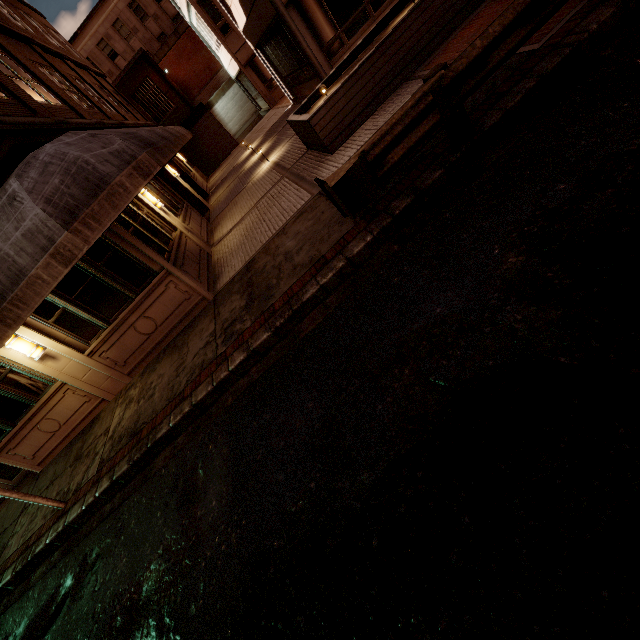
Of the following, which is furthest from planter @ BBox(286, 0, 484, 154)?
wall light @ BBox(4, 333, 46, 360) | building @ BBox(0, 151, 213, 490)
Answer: wall light @ BBox(4, 333, 46, 360)

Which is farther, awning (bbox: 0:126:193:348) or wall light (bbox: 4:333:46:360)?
wall light (bbox: 4:333:46:360)

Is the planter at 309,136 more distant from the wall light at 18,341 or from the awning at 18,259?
the wall light at 18,341

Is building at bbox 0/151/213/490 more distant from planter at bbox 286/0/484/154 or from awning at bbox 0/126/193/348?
planter at bbox 286/0/484/154

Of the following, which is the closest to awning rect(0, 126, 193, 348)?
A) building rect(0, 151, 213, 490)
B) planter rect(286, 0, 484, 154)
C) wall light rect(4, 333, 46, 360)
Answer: building rect(0, 151, 213, 490)

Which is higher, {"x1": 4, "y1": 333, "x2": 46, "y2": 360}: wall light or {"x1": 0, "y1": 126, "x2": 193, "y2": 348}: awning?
{"x1": 0, "y1": 126, "x2": 193, "y2": 348}: awning

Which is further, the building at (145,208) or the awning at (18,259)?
the building at (145,208)

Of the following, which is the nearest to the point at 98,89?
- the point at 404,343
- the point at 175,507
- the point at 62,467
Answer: the point at 62,467
